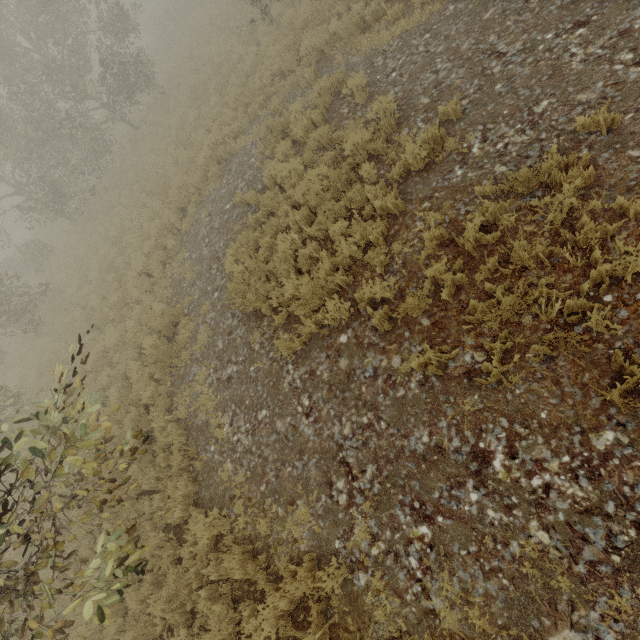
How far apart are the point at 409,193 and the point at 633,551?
5.6 meters
